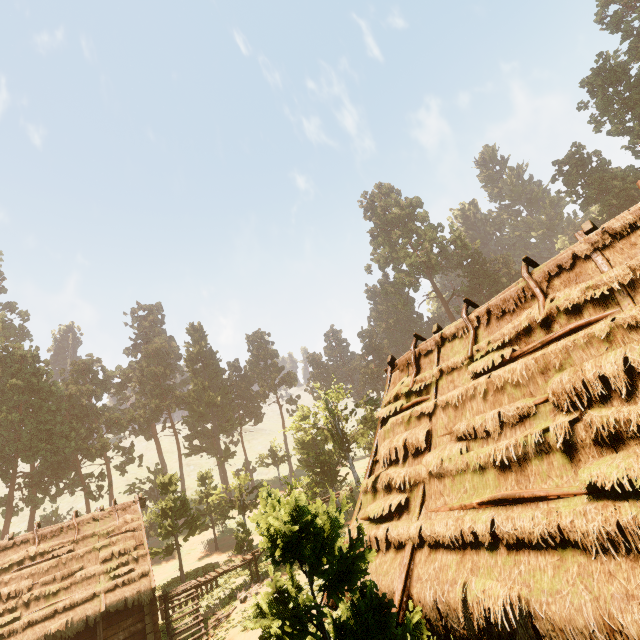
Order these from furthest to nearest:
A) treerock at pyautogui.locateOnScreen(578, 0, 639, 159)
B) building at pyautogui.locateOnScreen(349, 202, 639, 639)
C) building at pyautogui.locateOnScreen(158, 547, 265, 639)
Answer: treerock at pyautogui.locateOnScreen(578, 0, 639, 159) < building at pyautogui.locateOnScreen(158, 547, 265, 639) < building at pyautogui.locateOnScreen(349, 202, 639, 639)

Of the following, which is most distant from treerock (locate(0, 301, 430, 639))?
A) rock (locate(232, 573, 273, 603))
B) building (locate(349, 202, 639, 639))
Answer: rock (locate(232, 573, 273, 603))

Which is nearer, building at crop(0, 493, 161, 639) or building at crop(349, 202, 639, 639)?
building at crop(349, 202, 639, 639)

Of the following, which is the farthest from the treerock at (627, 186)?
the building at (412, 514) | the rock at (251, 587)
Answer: the rock at (251, 587)

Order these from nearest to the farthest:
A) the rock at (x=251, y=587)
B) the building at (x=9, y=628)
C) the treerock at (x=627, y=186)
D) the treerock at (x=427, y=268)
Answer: the building at (x=9, y=628)
the rock at (x=251, y=587)
the treerock at (x=627, y=186)
the treerock at (x=427, y=268)

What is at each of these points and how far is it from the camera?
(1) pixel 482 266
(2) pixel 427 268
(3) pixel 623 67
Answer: (1) treerock, 58.1m
(2) treerock, 58.2m
(3) treerock, 44.3m

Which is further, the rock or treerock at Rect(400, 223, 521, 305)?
treerock at Rect(400, 223, 521, 305)

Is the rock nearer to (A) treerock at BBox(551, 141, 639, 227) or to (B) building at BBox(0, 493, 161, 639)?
(B) building at BBox(0, 493, 161, 639)
